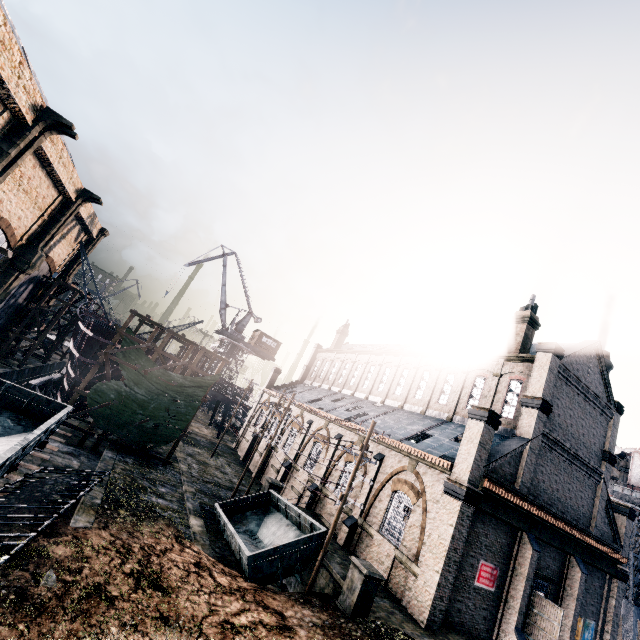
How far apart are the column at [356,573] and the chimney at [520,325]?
19.2 meters

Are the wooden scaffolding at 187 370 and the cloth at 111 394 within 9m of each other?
yes

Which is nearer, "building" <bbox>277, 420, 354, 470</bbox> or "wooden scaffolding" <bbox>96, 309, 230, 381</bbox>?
"wooden scaffolding" <bbox>96, 309, 230, 381</bbox>

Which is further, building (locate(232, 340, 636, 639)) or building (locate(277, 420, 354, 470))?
building (locate(277, 420, 354, 470))

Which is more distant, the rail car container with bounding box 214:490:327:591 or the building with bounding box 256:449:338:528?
the building with bounding box 256:449:338:528

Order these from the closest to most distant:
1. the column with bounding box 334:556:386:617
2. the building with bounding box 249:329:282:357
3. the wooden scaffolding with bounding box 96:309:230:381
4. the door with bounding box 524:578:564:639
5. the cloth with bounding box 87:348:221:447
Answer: the column with bounding box 334:556:386:617 < the door with bounding box 524:578:564:639 < the cloth with bounding box 87:348:221:447 < the wooden scaffolding with bounding box 96:309:230:381 < the building with bounding box 249:329:282:357

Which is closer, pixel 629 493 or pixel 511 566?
pixel 511 566

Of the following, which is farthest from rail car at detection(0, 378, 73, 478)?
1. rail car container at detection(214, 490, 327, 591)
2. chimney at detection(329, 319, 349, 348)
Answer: chimney at detection(329, 319, 349, 348)
